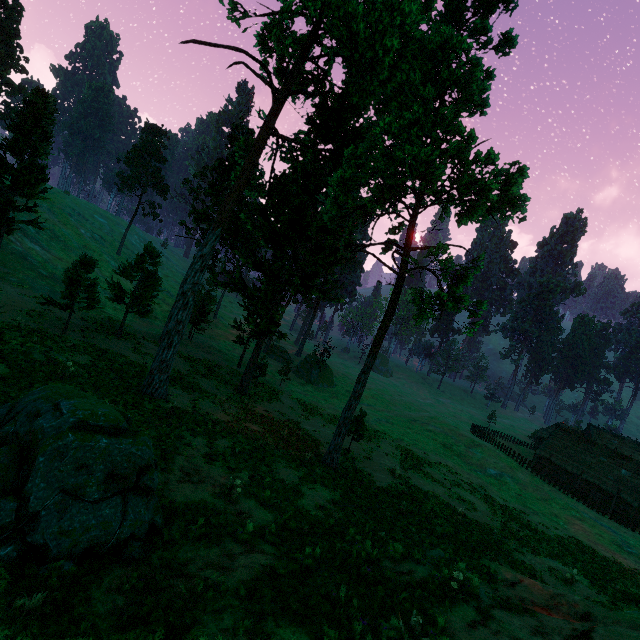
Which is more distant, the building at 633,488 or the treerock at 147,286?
the building at 633,488

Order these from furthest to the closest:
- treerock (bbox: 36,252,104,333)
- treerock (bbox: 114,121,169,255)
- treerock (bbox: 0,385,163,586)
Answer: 1. treerock (bbox: 114,121,169,255)
2. treerock (bbox: 36,252,104,333)
3. treerock (bbox: 0,385,163,586)

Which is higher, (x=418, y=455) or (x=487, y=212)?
(x=487, y=212)

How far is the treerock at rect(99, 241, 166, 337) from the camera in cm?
2736

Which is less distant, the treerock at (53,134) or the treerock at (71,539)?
the treerock at (71,539)

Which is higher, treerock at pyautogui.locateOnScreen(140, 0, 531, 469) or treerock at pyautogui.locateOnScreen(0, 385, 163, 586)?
treerock at pyautogui.locateOnScreen(140, 0, 531, 469)
